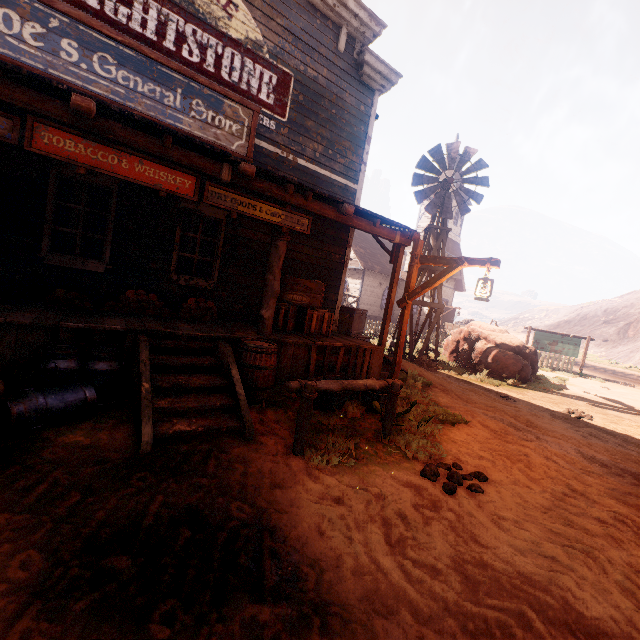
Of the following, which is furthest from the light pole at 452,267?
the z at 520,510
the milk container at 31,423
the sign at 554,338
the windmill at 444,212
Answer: the sign at 554,338

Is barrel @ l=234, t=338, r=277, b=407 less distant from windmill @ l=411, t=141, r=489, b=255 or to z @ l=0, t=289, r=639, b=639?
z @ l=0, t=289, r=639, b=639

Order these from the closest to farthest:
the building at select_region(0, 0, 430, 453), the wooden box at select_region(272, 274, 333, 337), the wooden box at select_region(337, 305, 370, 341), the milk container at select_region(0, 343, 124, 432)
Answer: the milk container at select_region(0, 343, 124, 432) < the building at select_region(0, 0, 430, 453) < the wooden box at select_region(272, 274, 333, 337) < the wooden box at select_region(337, 305, 370, 341)

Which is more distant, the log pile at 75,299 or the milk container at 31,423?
the log pile at 75,299

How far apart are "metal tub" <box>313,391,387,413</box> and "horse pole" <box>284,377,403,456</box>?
0.9 meters

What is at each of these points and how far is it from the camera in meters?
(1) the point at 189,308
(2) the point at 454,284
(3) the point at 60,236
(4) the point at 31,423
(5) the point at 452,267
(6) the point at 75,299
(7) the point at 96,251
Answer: (1) log pile, 6.6 m
(2) building, 32.5 m
(3) curtain, 5.6 m
(4) milk container, 3.3 m
(5) light pole, 5.7 m
(6) log pile, 5.3 m
(7) curtain, 6.0 m

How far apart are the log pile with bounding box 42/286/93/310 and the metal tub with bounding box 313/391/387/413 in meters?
3.8

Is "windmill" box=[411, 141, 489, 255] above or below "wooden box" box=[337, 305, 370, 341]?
above
